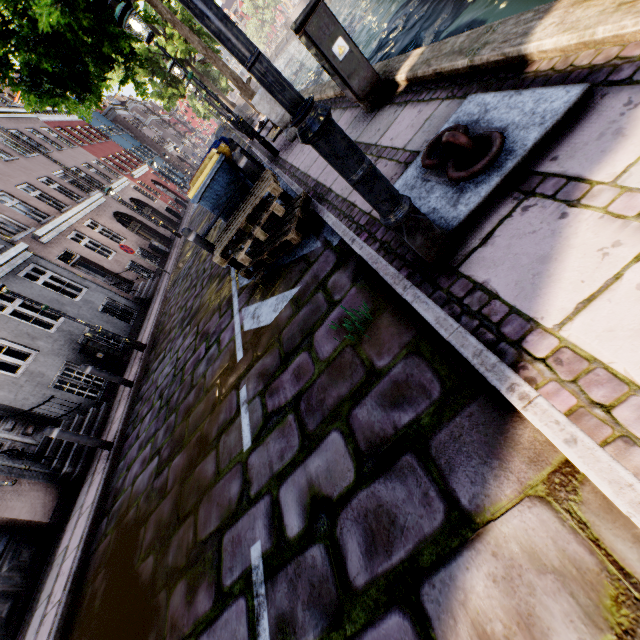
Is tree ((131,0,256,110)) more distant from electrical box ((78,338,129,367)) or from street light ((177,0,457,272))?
electrical box ((78,338,129,367))

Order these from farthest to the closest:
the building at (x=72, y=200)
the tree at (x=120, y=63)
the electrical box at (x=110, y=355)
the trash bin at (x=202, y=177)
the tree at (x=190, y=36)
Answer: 1. the building at (x=72, y=200)
2. the electrical box at (x=110, y=355)
3. the tree at (x=190, y=36)
4. the tree at (x=120, y=63)
5. the trash bin at (x=202, y=177)

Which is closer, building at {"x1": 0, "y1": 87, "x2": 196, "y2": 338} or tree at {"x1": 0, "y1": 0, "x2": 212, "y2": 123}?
tree at {"x1": 0, "y1": 0, "x2": 212, "y2": 123}

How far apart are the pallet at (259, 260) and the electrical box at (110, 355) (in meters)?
7.35

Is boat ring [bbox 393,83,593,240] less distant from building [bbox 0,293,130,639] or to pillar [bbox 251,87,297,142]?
pillar [bbox 251,87,297,142]

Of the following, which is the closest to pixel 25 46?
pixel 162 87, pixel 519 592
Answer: pixel 519 592

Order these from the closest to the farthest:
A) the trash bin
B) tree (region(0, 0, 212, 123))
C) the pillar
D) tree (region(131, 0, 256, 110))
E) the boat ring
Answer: the boat ring → the trash bin → tree (region(0, 0, 212, 123)) → the pillar → tree (region(131, 0, 256, 110))

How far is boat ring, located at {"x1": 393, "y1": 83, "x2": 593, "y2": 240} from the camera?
1.79m
